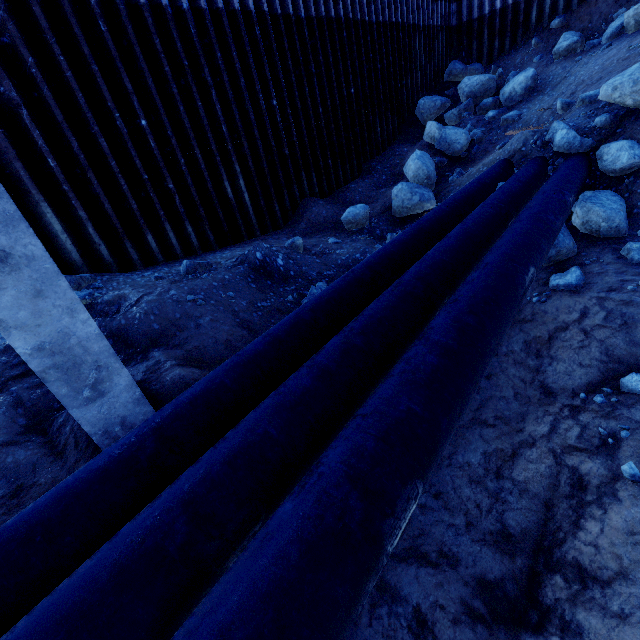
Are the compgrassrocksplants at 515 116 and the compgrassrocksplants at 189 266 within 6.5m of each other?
no

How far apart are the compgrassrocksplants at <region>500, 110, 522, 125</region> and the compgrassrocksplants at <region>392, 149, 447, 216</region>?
5.2m

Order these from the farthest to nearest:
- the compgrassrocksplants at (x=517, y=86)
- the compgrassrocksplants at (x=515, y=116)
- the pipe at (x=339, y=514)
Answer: the compgrassrocksplants at (x=517, y=86) → the compgrassrocksplants at (x=515, y=116) → the pipe at (x=339, y=514)

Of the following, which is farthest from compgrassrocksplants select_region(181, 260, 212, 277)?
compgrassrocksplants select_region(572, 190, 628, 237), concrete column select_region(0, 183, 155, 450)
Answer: compgrassrocksplants select_region(572, 190, 628, 237)

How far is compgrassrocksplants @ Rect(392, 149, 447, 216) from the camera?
9.5m

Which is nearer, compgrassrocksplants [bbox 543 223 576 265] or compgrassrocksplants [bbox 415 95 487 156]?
compgrassrocksplants [bbox 543 223 576 265]

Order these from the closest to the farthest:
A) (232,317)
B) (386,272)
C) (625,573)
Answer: (625,573), (386,272), (232,317)

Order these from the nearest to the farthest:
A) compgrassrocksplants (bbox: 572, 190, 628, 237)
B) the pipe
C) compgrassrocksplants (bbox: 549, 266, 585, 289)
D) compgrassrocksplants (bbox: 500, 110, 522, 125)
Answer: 1. the pipe
2. compgrassrocksplants (bbox: 549, 266, 585, 289)
3. compgrassrocksplants (bbox: 572, 190, 628, 237)
4. compgrassrocksplants (bbox: 500, 110, 522, 125)
